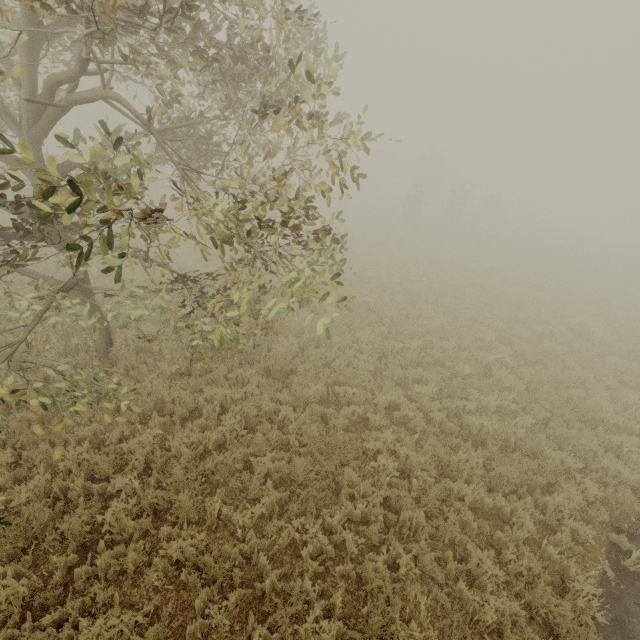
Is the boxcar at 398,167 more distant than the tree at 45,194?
Yes

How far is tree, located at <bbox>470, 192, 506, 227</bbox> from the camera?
32.4m

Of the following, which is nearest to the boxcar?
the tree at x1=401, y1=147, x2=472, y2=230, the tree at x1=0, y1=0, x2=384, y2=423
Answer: the tree at x1=401, y1=147, x2=472, y2=230

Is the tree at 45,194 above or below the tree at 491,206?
above

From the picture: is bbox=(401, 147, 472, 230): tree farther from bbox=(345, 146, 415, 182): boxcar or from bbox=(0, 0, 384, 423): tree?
bbox=(0, 0, 384, 423): tree

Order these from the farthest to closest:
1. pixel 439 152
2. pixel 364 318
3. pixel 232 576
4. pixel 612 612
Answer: Result:
1. pixel 439 152
2. pixel 364 318
3. pixel 612 612
4. pixel 232 576
